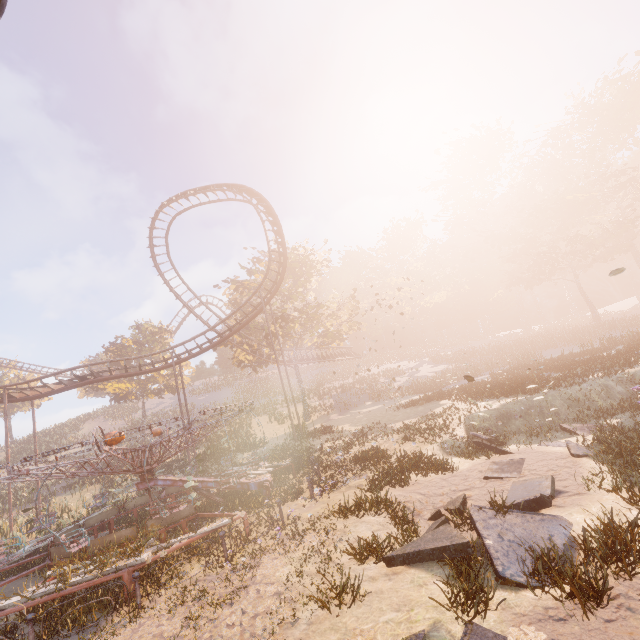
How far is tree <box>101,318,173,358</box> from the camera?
40.56m

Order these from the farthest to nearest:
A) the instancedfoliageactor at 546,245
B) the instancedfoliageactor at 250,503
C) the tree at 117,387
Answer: the tree at 117,387 < the instancedfoliageactor at 546,245 < the instancedfoliageactor at 250,503

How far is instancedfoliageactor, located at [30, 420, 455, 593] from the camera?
7.86m

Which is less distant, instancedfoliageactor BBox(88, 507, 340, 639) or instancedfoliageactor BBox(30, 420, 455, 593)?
instancedfoliageactor BBox(88, 507, 340, 639)

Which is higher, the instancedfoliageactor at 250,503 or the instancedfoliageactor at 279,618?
the instancedfoliageactor at 250,503

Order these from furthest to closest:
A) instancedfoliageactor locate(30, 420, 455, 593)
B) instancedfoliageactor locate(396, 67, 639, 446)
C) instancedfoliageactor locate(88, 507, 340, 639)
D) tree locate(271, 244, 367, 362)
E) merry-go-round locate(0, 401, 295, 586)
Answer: tree locate(271, 244, 367, 362), instancedfoliageactor locate(396, 67, 639, 446), merry-go-round locate(0, 401, 295, 586), instancedfoliageactor locate(30, 420, 455, 593), instancedfoliageactor locate(88, 507, 340, 639)

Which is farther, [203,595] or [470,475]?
[470,475]
